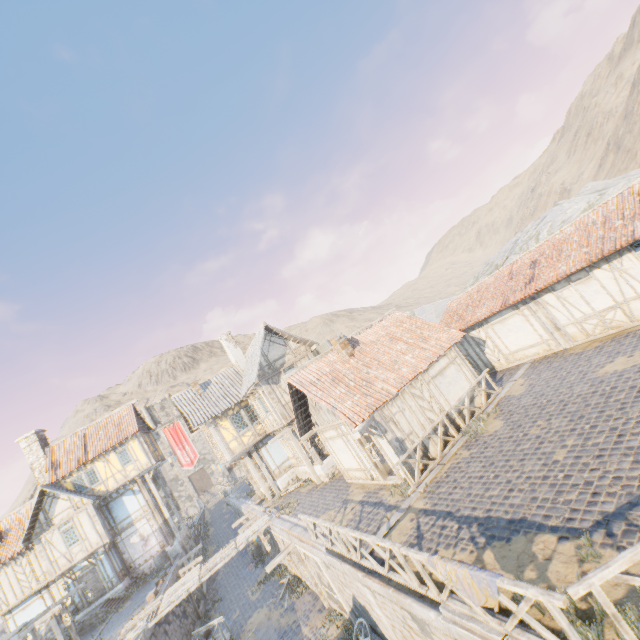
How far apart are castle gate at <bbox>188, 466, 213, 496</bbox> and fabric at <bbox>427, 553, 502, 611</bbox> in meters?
61.1 m

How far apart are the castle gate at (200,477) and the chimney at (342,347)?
54.12m

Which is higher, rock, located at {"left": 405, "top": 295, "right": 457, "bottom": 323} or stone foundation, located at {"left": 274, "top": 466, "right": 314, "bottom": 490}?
rock, located at {"left": 405, "top": 295, "right": 457, "bottom": 323}

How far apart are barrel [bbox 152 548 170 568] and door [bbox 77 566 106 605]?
3.21m

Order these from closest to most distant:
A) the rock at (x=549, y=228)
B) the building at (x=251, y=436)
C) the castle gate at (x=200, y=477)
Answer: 1. the building at (x=251, y=436)
2. the rock at (x=549, y=228)
3. the castle gate at (x=200, y=477)

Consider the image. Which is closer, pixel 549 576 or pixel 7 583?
pixel 549 576

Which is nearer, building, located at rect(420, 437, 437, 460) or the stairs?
building, located at rect(420, 437, 437, 460)

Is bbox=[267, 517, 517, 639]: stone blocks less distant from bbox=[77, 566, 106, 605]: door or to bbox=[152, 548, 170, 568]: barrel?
bbox=[77, 566, 106, 605]: door
